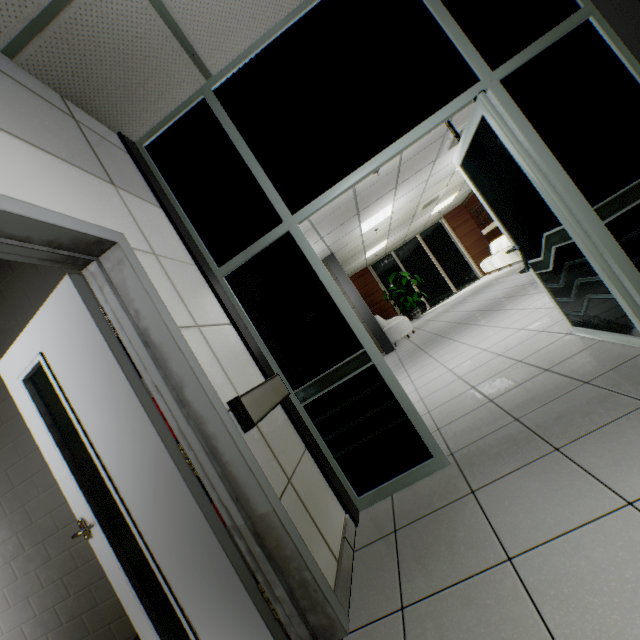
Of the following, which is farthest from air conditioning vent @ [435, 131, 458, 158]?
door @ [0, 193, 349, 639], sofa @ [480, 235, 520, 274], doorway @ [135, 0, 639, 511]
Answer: door @ [0, 193, 349, 639]

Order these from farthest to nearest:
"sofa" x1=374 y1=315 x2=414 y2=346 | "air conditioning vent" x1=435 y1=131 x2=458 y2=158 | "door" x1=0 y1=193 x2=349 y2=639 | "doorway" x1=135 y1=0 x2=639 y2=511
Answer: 1. "sofa" x1=374 y1=315 x2=414 y2=346
2. "air conditioning vent" x1=435 y1=131 x2=458 y2=158
3. "doorway" x1=135 y1=0 x2=639 y2=511
4. "door" x1=0 y1=193 x2=349 y2=639

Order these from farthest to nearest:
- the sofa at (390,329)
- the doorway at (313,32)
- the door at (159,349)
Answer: the sofa at (390,329) → the doorway at (313,32) → the door at (159,349)

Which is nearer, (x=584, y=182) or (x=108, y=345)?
(x=108, y=345)

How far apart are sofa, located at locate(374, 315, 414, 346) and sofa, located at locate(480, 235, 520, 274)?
3.98m

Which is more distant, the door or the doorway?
the doorway

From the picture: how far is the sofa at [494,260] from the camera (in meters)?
10.75

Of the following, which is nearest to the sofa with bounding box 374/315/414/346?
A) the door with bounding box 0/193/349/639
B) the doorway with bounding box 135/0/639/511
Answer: the doorway with bounding box 135/0/639/511
